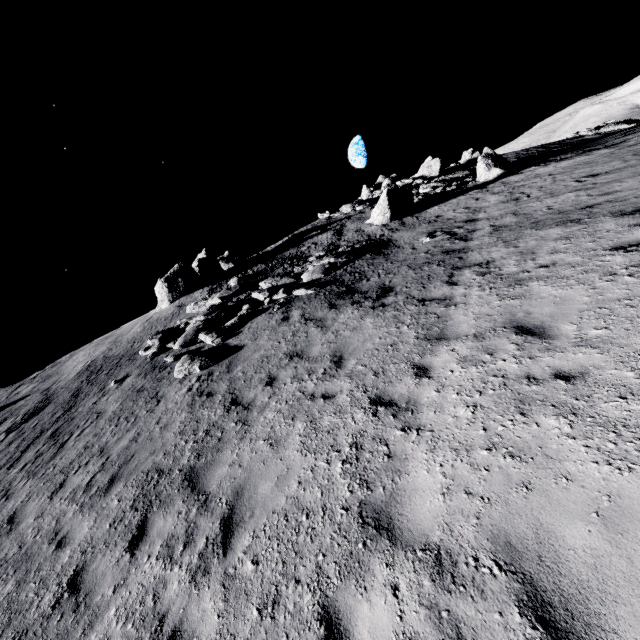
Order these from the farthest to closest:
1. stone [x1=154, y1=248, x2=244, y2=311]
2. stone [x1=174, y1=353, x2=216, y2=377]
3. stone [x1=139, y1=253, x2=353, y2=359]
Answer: stone [x1=154, y1=248, x2=244, y2=311]
stone [x1=139, y1=253, x2=353, y2=359]
stone [x1=174, y1=353, x2=216, y2=377]

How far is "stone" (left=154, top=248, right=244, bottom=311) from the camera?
21.2m

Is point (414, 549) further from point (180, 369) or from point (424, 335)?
point (180, 369)

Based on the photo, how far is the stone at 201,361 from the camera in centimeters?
1104cm

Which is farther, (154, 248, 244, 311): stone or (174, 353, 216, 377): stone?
(154, 248, 244, 311): stone

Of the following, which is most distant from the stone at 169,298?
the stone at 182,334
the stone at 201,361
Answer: the stone at 201,361

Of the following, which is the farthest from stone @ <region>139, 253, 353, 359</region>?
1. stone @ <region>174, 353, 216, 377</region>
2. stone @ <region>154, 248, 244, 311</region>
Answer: stone @ <region>154, 248, 244, 311</region>

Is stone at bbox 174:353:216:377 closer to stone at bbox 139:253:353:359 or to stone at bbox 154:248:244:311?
stone at bbox 139:253:353:359
